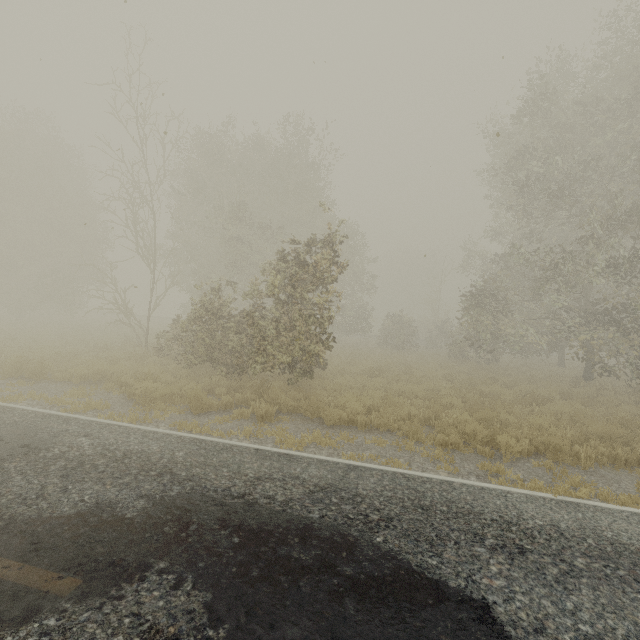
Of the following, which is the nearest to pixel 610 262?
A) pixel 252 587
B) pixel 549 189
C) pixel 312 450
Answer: pixel 549 189
